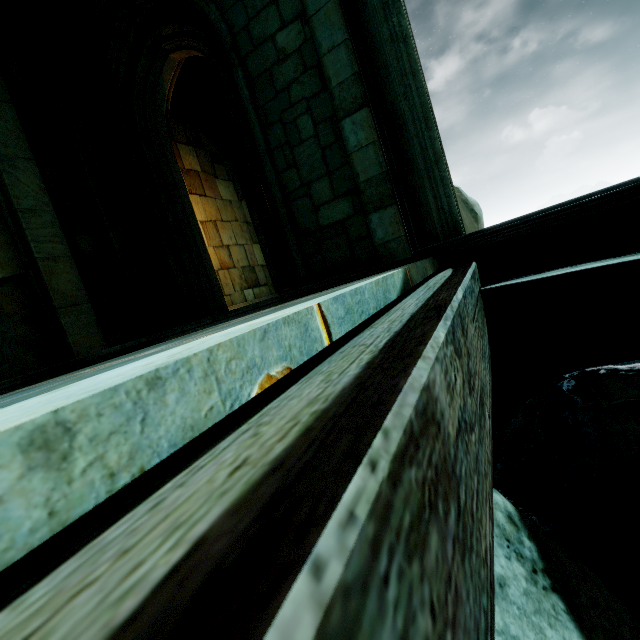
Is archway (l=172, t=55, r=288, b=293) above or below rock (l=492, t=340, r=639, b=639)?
above

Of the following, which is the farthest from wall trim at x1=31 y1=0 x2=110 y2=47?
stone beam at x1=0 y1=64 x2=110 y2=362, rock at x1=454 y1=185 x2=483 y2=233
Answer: rock at x1=454 y1=185 x2=483 y2=233

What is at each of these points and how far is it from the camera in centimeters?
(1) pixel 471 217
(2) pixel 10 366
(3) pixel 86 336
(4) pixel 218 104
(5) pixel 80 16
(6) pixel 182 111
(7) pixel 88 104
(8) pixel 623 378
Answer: (1) rock, 907cm
(2) archway, 445cm
(3) stone beam, 516cm
(4) archway, 1005cm
(5) wall trim, 539cm
(6) building, 1012cm
(7) stone column, 575cm
(8) rock, 253cm

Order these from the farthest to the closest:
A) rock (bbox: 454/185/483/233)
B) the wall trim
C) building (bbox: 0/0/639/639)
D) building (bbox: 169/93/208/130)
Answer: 1. building (bbox: 169/93/208/130)
2. rock (bbox: 454/185/483/233)
3. the wall trim
4. building (bbox: 0/0/639/639)

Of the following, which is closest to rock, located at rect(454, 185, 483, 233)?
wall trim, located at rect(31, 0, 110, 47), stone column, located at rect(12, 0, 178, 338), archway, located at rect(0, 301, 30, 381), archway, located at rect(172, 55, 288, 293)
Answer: archway, located at rect(172, 55, 288, 293)

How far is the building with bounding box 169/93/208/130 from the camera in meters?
9.8 m

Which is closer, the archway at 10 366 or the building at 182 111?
the archway at 10 366

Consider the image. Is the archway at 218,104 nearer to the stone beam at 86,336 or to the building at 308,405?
the building at 308,405
